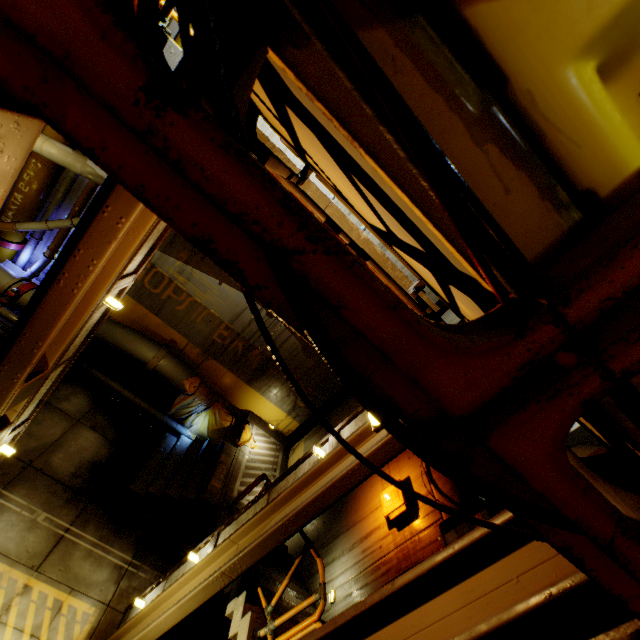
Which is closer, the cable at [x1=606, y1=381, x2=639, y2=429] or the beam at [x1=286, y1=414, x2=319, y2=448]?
the cable at [x1=606, y1=381, x2=639, y2=429]

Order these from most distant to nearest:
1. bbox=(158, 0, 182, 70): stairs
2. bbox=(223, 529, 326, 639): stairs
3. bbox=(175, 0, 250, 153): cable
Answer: bbox=(223, 529, 326, 639): stairs → bbox=(158, 0, 182, 70): stairs → bbox=(175, 0, 250, 153): cable

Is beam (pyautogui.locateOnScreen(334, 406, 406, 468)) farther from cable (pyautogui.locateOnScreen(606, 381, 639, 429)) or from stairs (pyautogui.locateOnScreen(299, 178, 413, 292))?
cable (pyautogui.locateOnScreen(606, 381, 639, 429))

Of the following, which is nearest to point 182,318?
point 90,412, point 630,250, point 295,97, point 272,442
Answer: point 90,412

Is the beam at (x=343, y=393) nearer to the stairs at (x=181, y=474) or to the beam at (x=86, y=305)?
the stairs at (x=181, y=474)

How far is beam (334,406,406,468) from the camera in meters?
3.5 m

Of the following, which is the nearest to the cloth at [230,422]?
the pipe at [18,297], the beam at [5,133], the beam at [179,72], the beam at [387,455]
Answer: the pipe at [18,297]

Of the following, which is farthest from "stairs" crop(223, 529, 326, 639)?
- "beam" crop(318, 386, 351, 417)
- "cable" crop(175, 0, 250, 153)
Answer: "cable" crop(175, 0, 250, 153)
